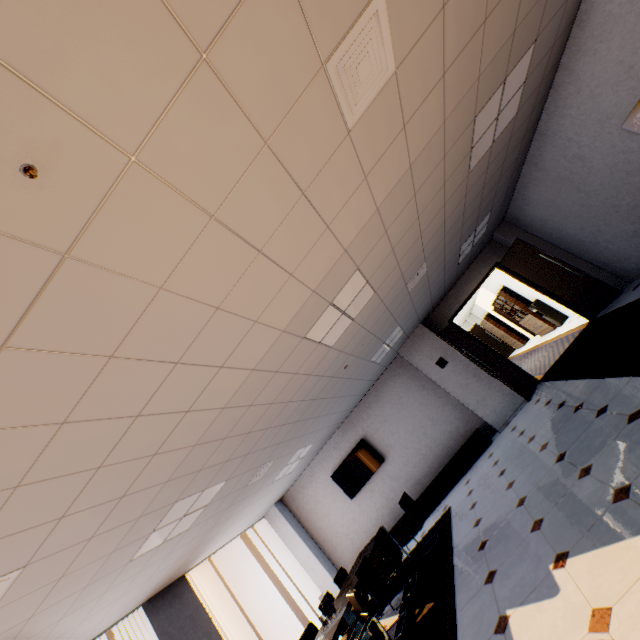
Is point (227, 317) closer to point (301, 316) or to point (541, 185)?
point (301, 316)

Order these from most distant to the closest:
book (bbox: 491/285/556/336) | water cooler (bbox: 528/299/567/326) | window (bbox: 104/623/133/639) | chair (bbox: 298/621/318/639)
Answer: book (bbox: 491/285/556/336) < water cooler (bbox: 528/299/567/326) < window (bbox: 104/623/133/639) < chair (bbox: 298/621/318/639)

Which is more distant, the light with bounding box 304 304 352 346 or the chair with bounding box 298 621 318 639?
the chair with bounding box 298 621 318 639

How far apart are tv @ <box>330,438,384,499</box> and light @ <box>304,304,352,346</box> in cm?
528

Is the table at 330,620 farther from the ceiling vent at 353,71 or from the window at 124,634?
the ceiling vent at 353,71

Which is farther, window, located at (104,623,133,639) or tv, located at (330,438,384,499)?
tv, located at (330,438,384,499)

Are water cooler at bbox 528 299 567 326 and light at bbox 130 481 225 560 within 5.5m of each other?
no

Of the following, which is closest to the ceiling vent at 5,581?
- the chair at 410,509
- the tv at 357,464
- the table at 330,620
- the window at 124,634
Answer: the table at 330,620
